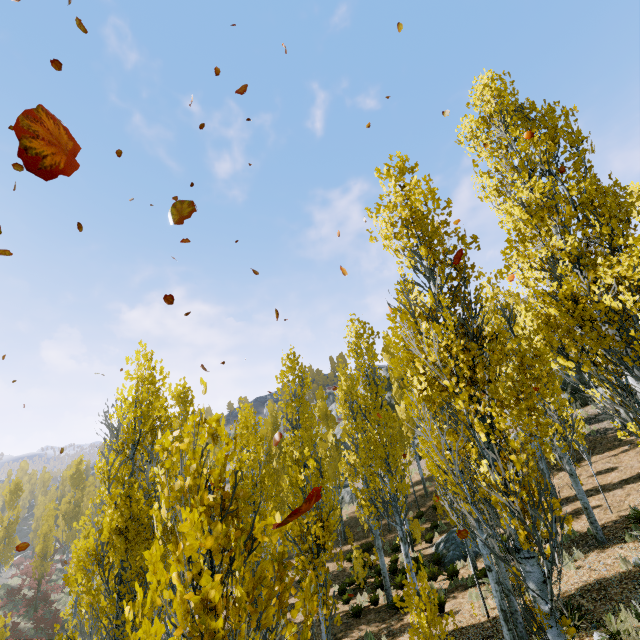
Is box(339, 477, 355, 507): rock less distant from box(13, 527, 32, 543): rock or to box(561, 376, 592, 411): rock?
box(561, 376, 592, 411): rock

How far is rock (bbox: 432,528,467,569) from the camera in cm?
1505

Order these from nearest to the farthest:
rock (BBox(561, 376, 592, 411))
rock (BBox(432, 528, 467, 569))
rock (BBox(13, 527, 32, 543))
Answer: rock (BBox(432, 528, 467, 569)) < rock (BBox(561, 376, 592, 411)) < rock (BBox(13, 527, 32, 543))

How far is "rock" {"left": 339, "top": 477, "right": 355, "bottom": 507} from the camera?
31.47m

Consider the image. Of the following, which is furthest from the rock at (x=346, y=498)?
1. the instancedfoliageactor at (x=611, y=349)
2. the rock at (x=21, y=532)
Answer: the rock at (x=21, y=532)

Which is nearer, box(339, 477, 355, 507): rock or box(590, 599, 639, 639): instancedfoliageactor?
box(590, 599, 639, 639): instancedfoliageactor

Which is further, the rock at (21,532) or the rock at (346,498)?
the rock at (21,532)

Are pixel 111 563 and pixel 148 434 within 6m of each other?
yes
